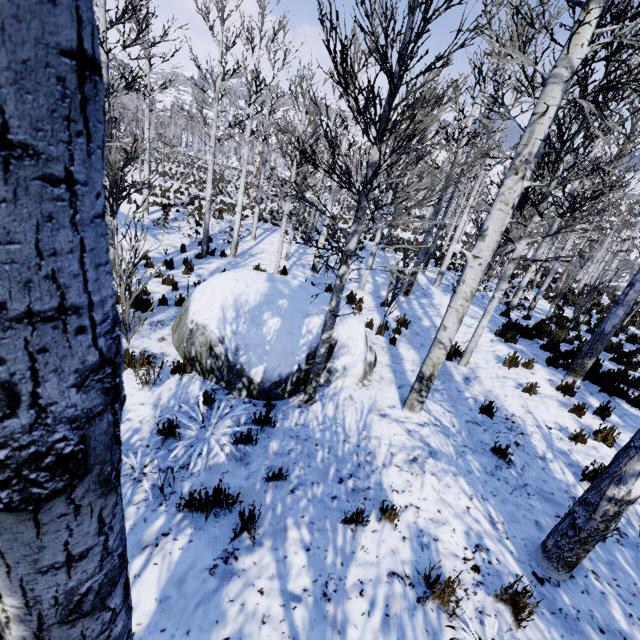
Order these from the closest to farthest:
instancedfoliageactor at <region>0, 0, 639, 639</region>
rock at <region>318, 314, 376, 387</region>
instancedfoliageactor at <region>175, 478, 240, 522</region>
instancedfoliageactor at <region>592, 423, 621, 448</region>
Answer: instancedfoliageactor at <region>0, 0, 639, 639</region>
instancedfoliageactor at <region>175, 478, 240, 522</region>
instancedfoliageactor at <region>592, 423, 621, 448</region>
rock at <region>318, 314, 376, 387</region>

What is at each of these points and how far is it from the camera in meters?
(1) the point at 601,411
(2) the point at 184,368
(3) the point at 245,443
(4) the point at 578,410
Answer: (1) instancedfoliageactor, 5.9 m
(2) instancedfoliageactor, 5.3 m
(3) instancedfoliageactor, 4.0 m
(4) instancedfoliageactor, 5.8 m

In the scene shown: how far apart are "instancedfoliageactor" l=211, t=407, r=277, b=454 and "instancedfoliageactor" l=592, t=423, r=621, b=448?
5.4m

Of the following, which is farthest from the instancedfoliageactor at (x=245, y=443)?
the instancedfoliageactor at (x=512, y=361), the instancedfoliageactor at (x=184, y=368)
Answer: the instancedfoliageactor at (x=512, y=361)

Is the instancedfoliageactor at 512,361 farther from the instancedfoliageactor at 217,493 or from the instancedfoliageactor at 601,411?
the instancedfoliageactor at 601,411

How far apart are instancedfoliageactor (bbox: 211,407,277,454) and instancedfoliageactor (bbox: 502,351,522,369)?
6.1 meters

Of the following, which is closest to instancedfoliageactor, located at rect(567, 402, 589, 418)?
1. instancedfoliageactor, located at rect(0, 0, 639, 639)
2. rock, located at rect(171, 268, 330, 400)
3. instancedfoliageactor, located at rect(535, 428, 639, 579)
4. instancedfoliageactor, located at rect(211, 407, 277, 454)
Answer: instancedfoliageactor, located at rect(0, 0, 639, 639)

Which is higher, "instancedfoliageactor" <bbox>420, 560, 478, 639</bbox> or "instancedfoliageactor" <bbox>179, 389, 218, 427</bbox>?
"instancedfoliageactor" <bbox>420, 560, 478, 639</bbox>
